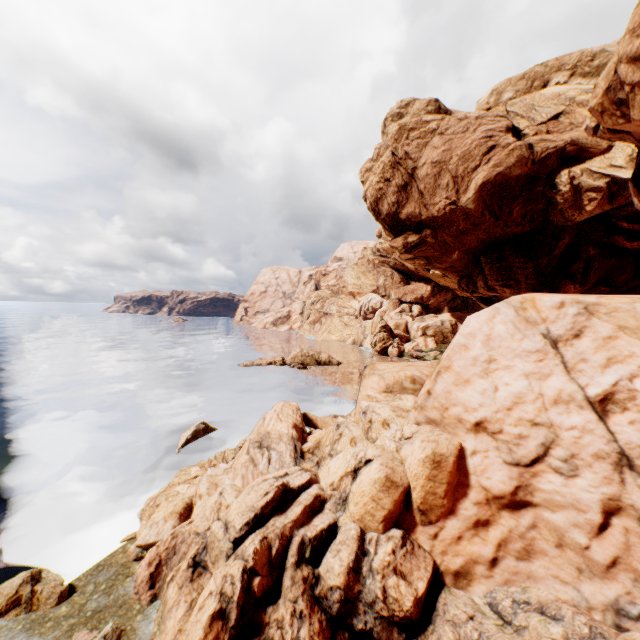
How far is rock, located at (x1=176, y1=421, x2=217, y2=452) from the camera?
22.9m

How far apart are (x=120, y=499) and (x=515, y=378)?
19.16m

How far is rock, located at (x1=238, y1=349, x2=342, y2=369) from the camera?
51.62m

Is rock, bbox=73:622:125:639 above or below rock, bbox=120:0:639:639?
below

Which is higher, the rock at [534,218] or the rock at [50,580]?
the rock at [534,218]

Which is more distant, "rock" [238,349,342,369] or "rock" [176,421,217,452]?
"rock" [238,349,342,369]

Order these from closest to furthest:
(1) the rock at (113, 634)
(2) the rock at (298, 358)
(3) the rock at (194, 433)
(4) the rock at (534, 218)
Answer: (4) the rock at (534, 218), (1) the rock at (113, 634), (3) the rock at (194, 433), (2) the rock at (298, 358)

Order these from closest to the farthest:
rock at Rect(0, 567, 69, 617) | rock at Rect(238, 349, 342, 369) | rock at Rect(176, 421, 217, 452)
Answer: rock at Rect(0, 567, 69, 617) < rock at Rect(176, 421, 217, 452) < rock at Rect(238, 349, 342, 369)
